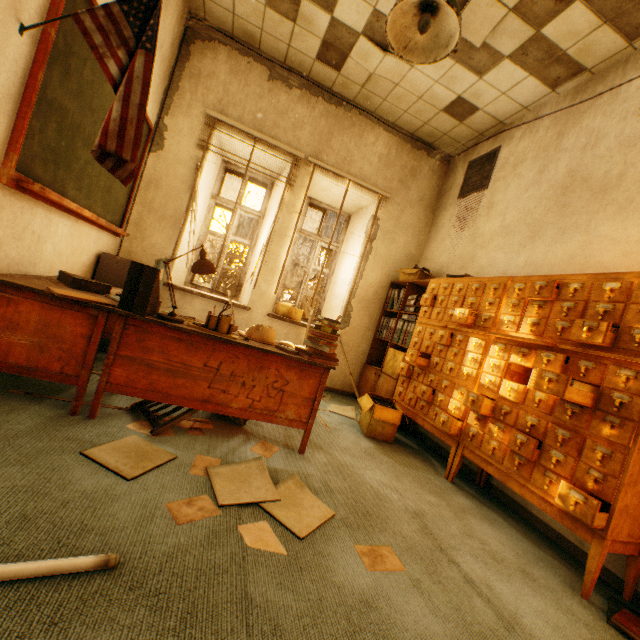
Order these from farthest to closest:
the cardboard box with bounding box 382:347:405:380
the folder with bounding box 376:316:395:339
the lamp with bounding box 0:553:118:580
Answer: the folder with bounding box 376:316:395:339, the cardboard box with bounding box 382:347:405:380, the lamp with bounding box 0:553:118:580

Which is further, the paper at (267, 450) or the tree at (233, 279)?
the tree at (233, 279)

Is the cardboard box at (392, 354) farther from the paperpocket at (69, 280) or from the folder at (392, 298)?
the paperpocket at (69, 280)

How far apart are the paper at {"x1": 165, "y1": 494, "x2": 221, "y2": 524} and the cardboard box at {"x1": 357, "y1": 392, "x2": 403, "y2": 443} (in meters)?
1.97

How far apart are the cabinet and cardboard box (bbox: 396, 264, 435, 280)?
3.0m

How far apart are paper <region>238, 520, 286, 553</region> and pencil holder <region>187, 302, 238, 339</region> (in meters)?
1.20

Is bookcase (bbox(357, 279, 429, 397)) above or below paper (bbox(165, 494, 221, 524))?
above

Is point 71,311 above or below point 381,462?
above
